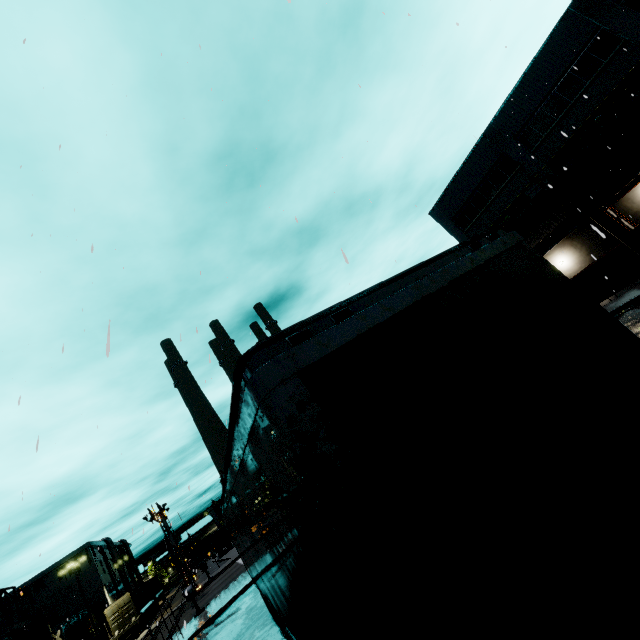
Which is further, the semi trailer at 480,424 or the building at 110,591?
the building at 110,591

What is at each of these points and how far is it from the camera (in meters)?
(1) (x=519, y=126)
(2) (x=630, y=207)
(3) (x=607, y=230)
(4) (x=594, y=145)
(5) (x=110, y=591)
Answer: (1) building, 24.47
(2) building, 21.50
(3) building, 22.67
(4) balcony, 21.52
(5) building, 58.84

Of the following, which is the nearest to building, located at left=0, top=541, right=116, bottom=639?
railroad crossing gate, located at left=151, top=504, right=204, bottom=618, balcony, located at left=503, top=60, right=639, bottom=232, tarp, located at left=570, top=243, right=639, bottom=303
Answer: balcony, located at left=503, top=60, right=639, bottom=232

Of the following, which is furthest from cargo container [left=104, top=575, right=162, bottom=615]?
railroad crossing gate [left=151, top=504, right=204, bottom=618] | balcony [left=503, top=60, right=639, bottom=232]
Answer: balcony [left=503, top=60, right=639, bottom=232]

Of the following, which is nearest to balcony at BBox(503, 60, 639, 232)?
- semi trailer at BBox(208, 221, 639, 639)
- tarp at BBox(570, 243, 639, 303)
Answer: semi trailer at BBox(208, 221, 639, 639)

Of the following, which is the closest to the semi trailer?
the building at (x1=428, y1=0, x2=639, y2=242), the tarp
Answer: the building at (x1=428, y1=0, x2=639, y2=242)

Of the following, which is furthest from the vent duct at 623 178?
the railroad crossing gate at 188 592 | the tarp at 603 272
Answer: the railroad crossing gate at 188 592

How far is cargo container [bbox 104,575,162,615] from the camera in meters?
35.5
